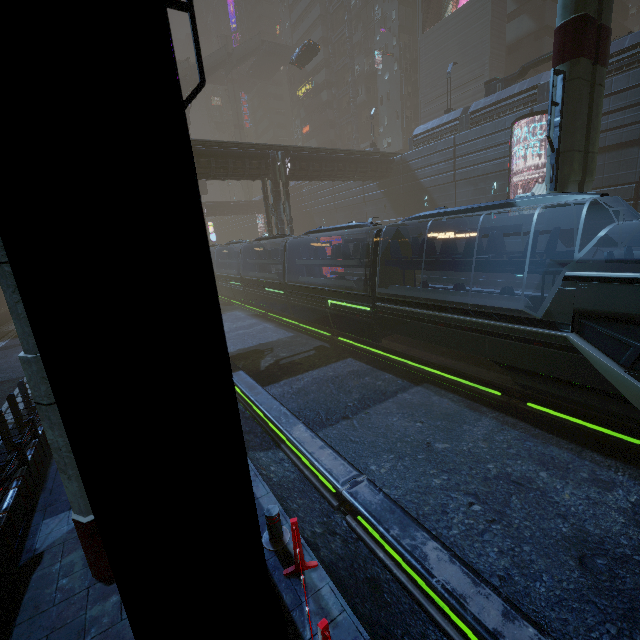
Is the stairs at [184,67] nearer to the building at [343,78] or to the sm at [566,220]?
the sm at [566,220]

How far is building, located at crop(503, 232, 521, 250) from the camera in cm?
2435

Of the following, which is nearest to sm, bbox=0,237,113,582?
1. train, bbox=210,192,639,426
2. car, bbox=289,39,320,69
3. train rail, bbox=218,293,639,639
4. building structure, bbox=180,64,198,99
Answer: building structure, bbox=180,64,198,99

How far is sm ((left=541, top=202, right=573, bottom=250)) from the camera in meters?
10.8

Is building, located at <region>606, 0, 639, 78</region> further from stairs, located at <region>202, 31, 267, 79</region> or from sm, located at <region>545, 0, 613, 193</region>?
stairs, located at <region>202, 31, 267, 79</region>

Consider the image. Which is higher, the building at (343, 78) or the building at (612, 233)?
the building at (343, 78)

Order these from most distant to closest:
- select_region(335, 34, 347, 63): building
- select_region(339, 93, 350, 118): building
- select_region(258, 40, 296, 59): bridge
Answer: select_region(258, 40, 296, 59): bridge
select_region(339, 93, 350, 118): building
select_region(335, 34, 347, 63): building

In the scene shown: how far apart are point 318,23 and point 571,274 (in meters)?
65.60
